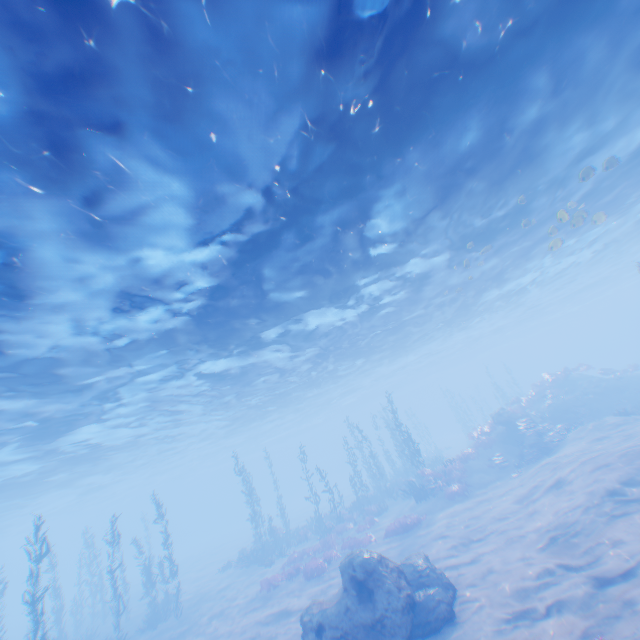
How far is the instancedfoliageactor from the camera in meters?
19.0 m

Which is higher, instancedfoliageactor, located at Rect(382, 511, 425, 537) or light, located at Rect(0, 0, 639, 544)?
light, located at Rect(0, 0, 639, 544)

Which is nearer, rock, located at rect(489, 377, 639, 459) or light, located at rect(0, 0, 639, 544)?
light, located at rect(0, 0, 639, 544)

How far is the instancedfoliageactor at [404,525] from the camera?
19.0 meters

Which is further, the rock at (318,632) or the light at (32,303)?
the rock at (318,632)

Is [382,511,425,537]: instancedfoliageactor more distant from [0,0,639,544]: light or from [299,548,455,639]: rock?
[0,0,639,544]: light

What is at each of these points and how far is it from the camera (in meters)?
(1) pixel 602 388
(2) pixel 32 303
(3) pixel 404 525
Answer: (1) rock, 27.38
(2) light, 9.70
(3) instancedfoliageactor, 19.19

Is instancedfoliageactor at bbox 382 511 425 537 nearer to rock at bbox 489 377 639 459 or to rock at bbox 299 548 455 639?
rock at bbox 299 548 455 639
